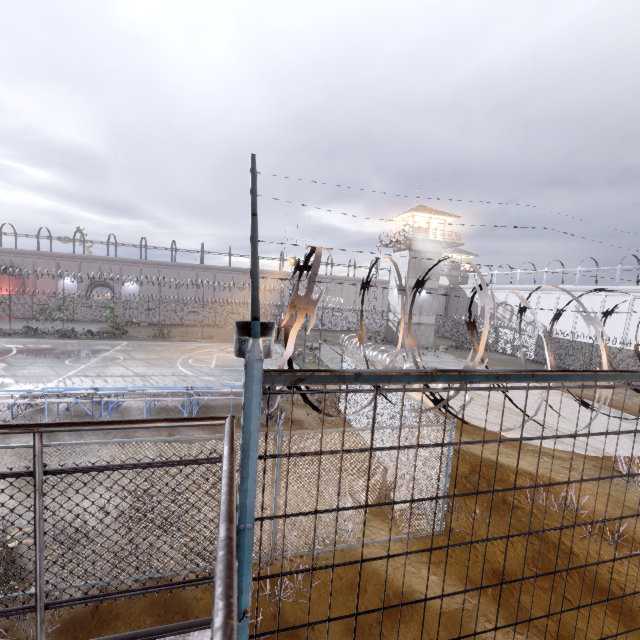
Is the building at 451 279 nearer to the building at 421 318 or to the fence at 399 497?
the fence at 399 497

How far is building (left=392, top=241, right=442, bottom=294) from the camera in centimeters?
3491cm

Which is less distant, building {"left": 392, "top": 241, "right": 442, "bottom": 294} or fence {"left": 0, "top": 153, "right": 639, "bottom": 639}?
fence {"left": 0, "top": 153, "right": 639, "bottom": 639}

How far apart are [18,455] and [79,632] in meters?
7.4 m

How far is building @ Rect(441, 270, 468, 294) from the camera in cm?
5769

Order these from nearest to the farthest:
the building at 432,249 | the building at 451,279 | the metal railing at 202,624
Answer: the metal railing at 202,624 → the building at 432,249 → the building at 451,279

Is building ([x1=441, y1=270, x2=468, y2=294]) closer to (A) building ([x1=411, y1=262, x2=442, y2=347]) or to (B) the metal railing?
(A) building ([x1=411, y1=262, x2=442, y2=347])
